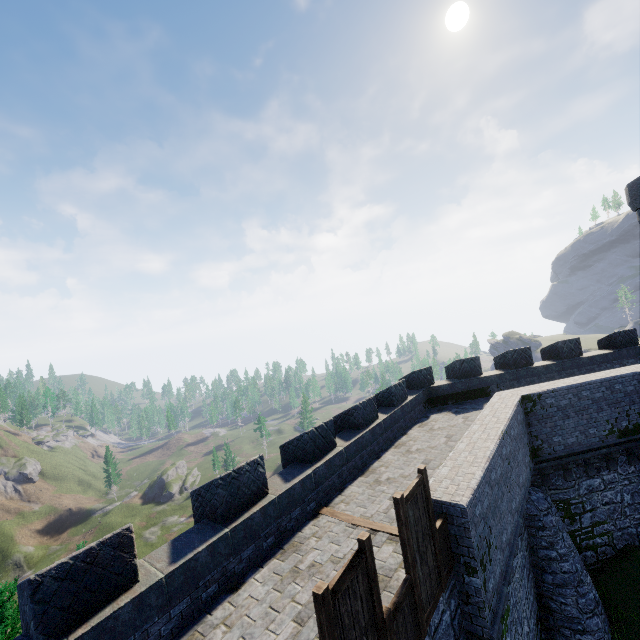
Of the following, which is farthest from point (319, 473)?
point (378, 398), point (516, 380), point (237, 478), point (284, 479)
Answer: point (516, 380)
